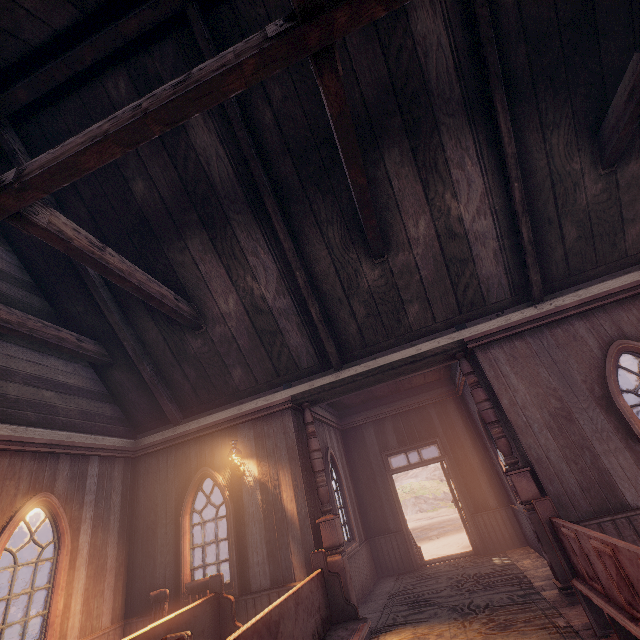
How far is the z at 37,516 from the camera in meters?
29.8 m

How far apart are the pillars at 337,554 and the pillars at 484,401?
2.92m

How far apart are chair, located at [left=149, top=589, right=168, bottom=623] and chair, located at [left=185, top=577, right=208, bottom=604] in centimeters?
27cm

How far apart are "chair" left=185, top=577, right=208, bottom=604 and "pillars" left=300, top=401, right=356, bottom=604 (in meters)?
2.01

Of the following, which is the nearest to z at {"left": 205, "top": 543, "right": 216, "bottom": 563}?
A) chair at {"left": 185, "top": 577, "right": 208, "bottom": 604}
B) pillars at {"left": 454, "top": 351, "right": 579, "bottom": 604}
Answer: pillars at {"left": 454, "top": 351, "right": 579, "bottom": 604}

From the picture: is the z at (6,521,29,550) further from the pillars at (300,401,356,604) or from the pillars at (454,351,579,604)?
the pillars at (300,401,356,604)

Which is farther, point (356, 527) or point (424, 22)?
point (356, 527)

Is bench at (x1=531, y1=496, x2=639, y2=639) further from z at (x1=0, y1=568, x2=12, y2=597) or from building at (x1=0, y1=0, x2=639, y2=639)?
z at (x1=0, y1=568, x2=12, y2=597)
